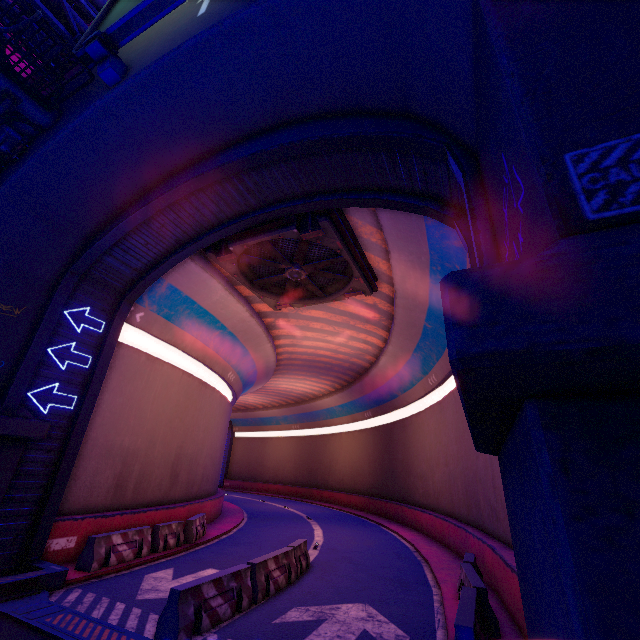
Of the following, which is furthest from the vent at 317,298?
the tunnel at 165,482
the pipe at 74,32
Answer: the pipe at 74,32

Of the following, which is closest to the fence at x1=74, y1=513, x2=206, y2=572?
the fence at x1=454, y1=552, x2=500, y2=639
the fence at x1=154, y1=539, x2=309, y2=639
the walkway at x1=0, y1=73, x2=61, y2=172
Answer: the fence at x1=154, y1=539, x2=309, y2=639

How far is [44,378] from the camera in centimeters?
1035cm

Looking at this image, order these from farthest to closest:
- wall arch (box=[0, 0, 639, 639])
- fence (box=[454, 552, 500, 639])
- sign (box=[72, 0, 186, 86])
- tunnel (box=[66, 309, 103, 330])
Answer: tunnel (box=[66, 309, 103, 330]), sign (box=[72, 0, 186, 86]), fence (box=[454, 552, 500, 639]), wall arch (box=[0, 0, 639, 639])

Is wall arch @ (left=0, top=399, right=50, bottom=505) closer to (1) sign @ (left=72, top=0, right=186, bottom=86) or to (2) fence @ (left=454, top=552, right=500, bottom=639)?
(1) sign @ (left=72, top=0, right=186, bottom=86)

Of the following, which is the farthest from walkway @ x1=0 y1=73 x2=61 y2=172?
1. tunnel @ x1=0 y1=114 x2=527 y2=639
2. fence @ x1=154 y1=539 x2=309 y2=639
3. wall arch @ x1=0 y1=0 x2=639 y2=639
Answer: fence @ x1=154 y1=539 x2=309 y2=639

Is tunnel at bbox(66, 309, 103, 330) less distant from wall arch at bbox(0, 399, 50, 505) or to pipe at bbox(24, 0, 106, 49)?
wall arch at bbox(0, 399, 50, 505)

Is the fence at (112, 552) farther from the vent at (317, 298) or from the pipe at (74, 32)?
the pipe at (74, 32)
